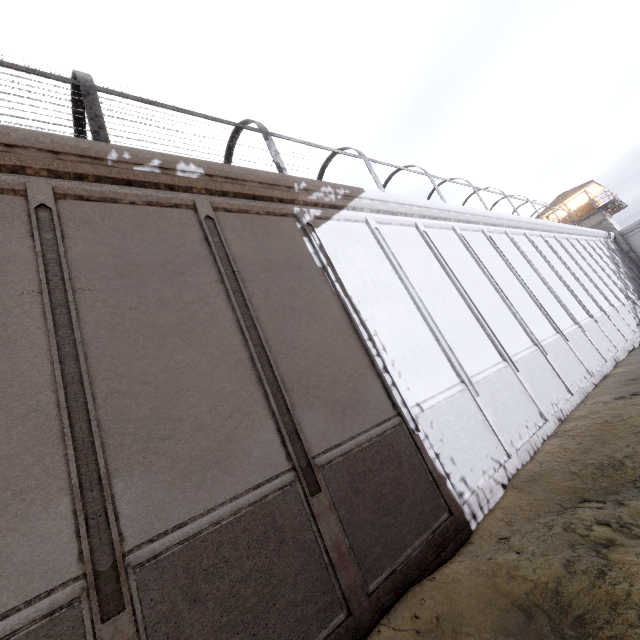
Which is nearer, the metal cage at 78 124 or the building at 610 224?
the metal cage at 78 124

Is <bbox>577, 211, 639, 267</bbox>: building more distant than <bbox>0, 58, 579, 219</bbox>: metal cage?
Yes

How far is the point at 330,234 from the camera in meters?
8.3 m
